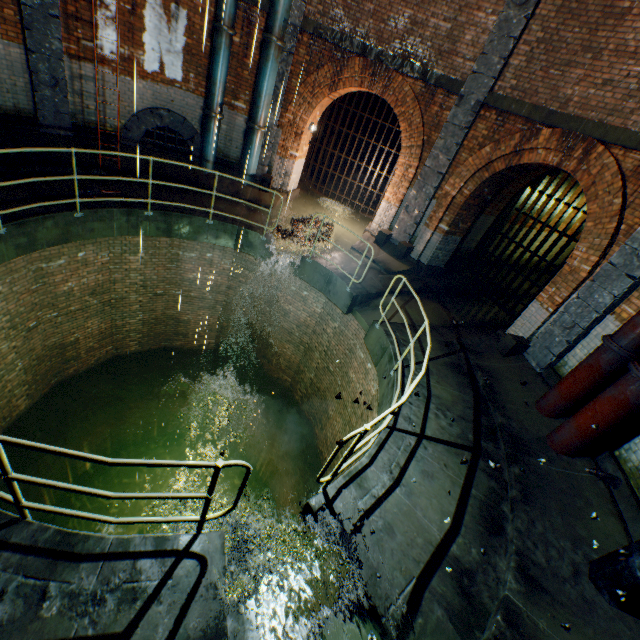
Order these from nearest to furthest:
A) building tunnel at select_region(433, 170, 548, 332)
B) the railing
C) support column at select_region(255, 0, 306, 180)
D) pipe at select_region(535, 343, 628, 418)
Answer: the railing
pipe at select_region(535, 343, 628, 418)
support column at select_region(255, 0, 306, 180)
building tunnel at select_region(433, 170, 548, 332)

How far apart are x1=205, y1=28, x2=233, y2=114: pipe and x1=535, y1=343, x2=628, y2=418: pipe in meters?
10.9

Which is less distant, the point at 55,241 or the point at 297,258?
the point at 55,241

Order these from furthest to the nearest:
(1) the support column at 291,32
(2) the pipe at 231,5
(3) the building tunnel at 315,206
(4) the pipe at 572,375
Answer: (3) the building tunnel at 315,206 < (1) the support column at 291,32 < (2) the pipe at 231,5 < (4) the pipe at 572,375

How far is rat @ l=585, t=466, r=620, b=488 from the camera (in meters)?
4.71

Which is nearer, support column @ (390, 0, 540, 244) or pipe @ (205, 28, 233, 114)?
support column @ (390, 0, 540, 244)

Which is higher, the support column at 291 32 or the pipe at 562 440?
the support column at 291 32

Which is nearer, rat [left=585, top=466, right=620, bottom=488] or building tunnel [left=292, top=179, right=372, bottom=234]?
rat [left=585, top=466, right=620, bottom=488]
